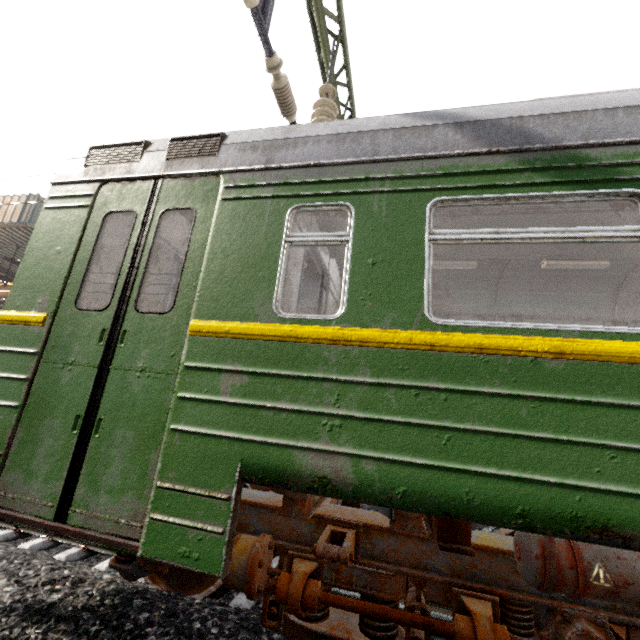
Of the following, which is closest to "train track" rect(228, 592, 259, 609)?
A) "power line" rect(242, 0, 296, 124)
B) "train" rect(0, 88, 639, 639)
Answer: "train" rect(0, 88, 639, 639)

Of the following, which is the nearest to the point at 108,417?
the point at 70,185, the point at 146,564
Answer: the point at 146,564

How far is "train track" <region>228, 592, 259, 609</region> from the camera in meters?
2.8 m

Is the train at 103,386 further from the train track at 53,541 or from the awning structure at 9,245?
the awning structure at 9,245

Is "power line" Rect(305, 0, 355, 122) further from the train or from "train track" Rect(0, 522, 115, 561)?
"train track" Rect(0, 522, 115, 561)

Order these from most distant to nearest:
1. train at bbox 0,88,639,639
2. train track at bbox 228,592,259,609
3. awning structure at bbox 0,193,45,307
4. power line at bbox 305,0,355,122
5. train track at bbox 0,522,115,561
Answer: awning structure at bbox 0,193,45,307 < power line at bbox 305,0,355,122 < train track at bbox 0,522,115,561 < train track at bbox 228,592,259,609 < train at bbox 0,88,639,639

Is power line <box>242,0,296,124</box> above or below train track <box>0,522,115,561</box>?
above

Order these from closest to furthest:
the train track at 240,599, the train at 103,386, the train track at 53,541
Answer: the train at 103,386
the train track at 240,599
the train track at 53,541
